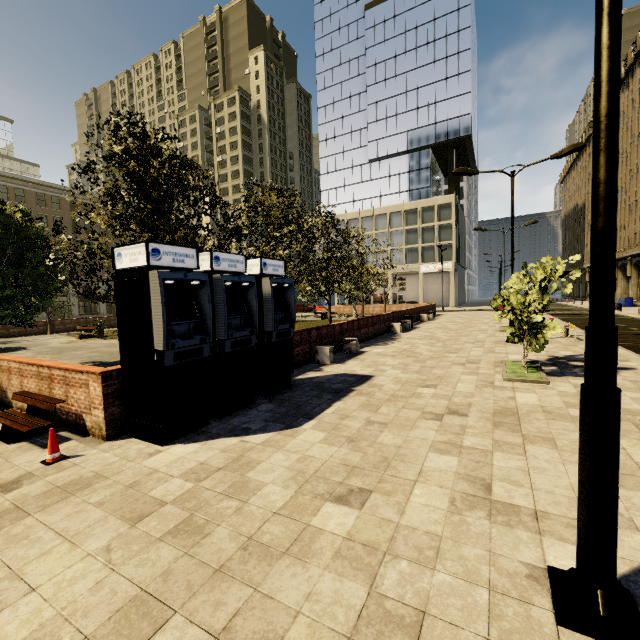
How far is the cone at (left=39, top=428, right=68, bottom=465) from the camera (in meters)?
4.85

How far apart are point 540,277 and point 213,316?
8.5m

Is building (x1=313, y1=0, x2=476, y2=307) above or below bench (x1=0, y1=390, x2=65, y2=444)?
above

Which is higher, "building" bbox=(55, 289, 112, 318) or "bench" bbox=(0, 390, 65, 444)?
"building" bbox=(55, 289, 112, 318)

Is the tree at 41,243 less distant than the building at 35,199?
Yes

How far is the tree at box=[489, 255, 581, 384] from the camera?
8.1m

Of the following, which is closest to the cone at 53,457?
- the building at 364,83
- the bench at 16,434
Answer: the bench at 16,434

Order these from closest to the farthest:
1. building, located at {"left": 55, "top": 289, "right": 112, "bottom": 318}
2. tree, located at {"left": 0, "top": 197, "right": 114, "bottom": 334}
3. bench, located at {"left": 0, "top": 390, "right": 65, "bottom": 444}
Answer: bench, located at {"left": 0, "top": 390, "right": 65, "bottom": 444} < tree, located at {"left": 0, "top": 197, "right": 114, "bottom": 334} < building, located at {"left": 55, "top": 289, "right": 112, "bottom": 318}
